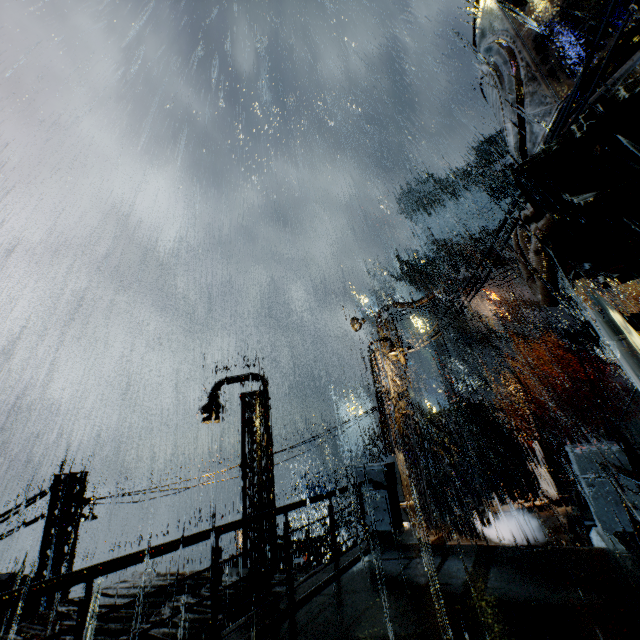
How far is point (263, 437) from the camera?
12.08m

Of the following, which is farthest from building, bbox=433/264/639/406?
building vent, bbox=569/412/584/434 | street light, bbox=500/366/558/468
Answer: street light, bbox=500/366/558/468

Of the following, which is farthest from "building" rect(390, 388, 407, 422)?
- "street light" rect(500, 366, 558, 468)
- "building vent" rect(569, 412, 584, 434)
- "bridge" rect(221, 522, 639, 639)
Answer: "street light" rect(500, 366, 558, 468)

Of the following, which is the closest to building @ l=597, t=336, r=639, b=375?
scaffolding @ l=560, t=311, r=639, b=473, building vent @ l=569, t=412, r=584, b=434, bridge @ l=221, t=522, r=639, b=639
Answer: bridge @ l=221, t=522, r=639, b=639

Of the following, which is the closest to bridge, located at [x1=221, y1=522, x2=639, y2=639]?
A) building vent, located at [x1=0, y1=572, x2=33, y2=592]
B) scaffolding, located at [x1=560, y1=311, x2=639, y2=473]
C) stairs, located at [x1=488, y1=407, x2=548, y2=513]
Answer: scaffolding, located at [x1=560, y1=311, x2=639, y2=473]

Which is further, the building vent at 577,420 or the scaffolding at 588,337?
the building vent at 577,420

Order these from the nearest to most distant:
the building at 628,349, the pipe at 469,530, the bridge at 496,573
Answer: the bridge at 496,573 → the pipe at 469,530 → the building at 628,349

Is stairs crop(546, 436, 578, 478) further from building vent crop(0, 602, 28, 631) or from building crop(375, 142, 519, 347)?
building vent crop(0, 602, 28, 631)
